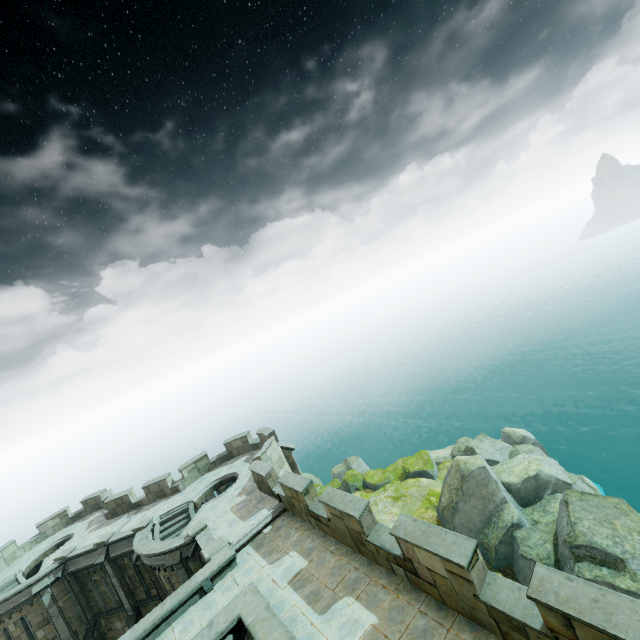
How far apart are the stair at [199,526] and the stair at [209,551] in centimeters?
201cm

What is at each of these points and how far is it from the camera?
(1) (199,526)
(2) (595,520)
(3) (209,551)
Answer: (1) stair, 16.5 meters
(2) rock, 16.6 meters
(3) stair, 14.1 meters

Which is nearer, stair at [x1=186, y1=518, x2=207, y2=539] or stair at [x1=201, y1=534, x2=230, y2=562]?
stair at [x1=201, y1=534, x2=230, y2=562]

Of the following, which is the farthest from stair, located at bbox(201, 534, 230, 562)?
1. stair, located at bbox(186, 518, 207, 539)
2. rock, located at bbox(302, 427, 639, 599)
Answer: rock, located at bbox(302, 427, 639, 599)

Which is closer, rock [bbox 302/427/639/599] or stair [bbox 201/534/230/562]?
stair [bbox 201/534/230/562]

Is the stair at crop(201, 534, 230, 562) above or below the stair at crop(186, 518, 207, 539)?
below

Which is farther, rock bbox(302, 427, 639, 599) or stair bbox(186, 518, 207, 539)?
stair bbox(186, 518, 207, 539)

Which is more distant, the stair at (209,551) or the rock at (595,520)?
the rock at (595,520)
